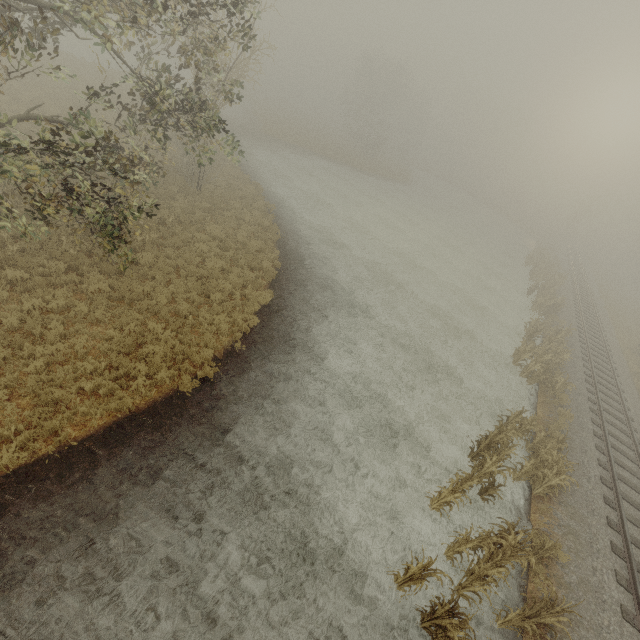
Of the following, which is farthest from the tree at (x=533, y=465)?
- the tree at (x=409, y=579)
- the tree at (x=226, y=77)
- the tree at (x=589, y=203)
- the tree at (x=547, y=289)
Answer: the tree at (x=589, y=203)

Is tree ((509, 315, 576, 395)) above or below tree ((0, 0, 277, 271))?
below

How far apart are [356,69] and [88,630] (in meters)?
57.67

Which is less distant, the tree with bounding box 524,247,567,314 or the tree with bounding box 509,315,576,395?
the tree with bounding box 509,315,576,395

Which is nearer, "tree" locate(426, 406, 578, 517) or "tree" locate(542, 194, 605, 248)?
"tree" locate(426, 406, 578, 517)

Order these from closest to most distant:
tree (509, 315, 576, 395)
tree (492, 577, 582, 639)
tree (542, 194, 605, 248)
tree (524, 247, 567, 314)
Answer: tree (492, 577, 582, 639) → tree (509, 315, 576, 395) → tree (524, 247, 567, 314) → tree (542, 194, 605, 248)
